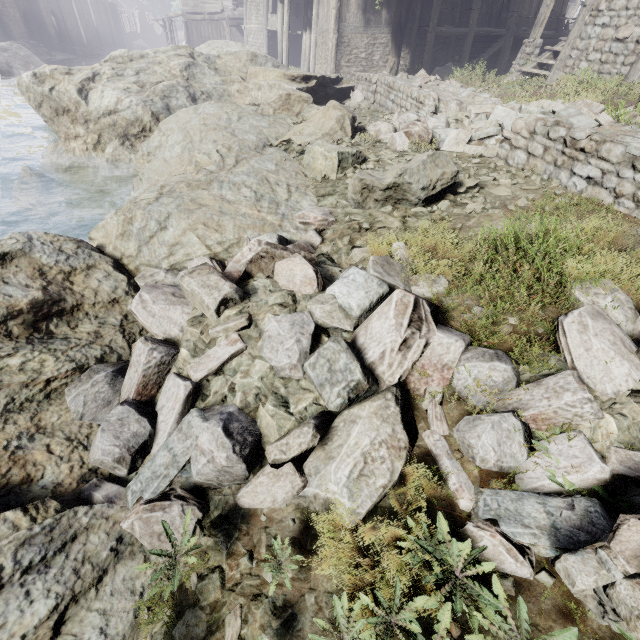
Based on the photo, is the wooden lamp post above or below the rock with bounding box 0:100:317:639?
above

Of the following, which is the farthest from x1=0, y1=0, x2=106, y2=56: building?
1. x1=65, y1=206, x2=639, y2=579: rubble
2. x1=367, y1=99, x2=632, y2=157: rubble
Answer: x1=65, y1=206, x2=639, y2=579: rubble

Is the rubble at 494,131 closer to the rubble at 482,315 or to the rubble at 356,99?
the rubble at 482,315

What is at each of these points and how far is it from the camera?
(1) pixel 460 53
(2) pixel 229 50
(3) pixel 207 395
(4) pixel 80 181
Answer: (1) building, 20.4 meters
(2) rock, 12.6 meters
(3) rubble, 2.5 meters
(4) rock, 9.2 meters

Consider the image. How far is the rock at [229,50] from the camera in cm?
1184

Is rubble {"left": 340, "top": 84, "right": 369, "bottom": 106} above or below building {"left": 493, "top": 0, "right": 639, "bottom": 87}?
below

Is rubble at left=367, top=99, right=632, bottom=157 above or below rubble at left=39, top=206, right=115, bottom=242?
above

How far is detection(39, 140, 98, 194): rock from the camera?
9.16m
